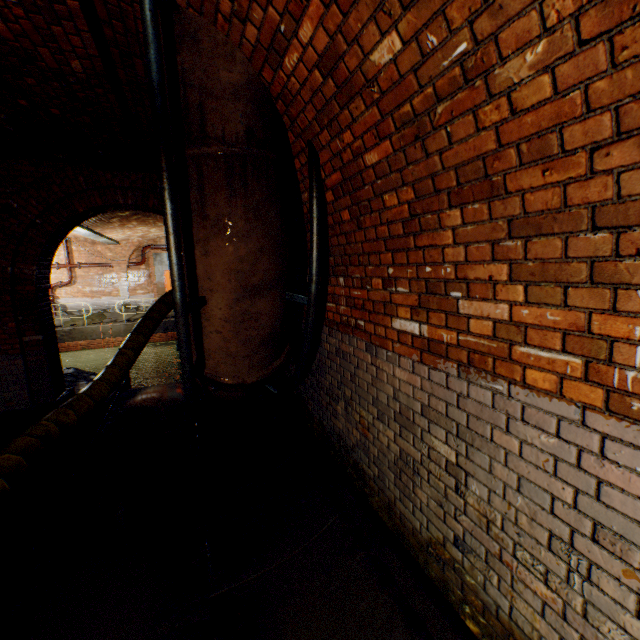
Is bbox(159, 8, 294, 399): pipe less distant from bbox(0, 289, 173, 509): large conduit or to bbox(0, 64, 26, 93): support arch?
bbox(0, 64, 26, 93): support arch

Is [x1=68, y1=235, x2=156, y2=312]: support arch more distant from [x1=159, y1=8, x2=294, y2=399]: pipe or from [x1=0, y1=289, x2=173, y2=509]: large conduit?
[x1=159, y1=8, x2=294, y2=399]: pipe

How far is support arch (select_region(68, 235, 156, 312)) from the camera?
17.5 meters

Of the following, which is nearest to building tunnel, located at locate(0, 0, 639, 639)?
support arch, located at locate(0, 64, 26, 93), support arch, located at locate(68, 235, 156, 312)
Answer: support arch, located at locate(0, 64, 26, 93)

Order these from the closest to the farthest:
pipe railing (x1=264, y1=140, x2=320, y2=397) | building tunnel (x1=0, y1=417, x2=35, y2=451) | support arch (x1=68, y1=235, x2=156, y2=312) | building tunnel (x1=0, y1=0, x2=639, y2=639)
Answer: building tunnel (x1=0, y1=0, x2=639, y2=639) < pipe railing (x1=264, y1=140, x2=320, y2=397) < building tunnel (x1=0, y1=417, x2=35, y2=451) < support arch (x1=68, y1=235, x2=156, y2=312)

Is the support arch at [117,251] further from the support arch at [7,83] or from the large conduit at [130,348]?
the support arch at [7,83]

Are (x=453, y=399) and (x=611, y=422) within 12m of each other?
yes

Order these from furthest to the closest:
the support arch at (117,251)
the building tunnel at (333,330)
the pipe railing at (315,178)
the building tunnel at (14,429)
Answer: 1. the support arch at (117,251)
2. the building tunnel at (14,429)
3. the pipe railing at (315,178)
4. the building tunnel at (333,330)
